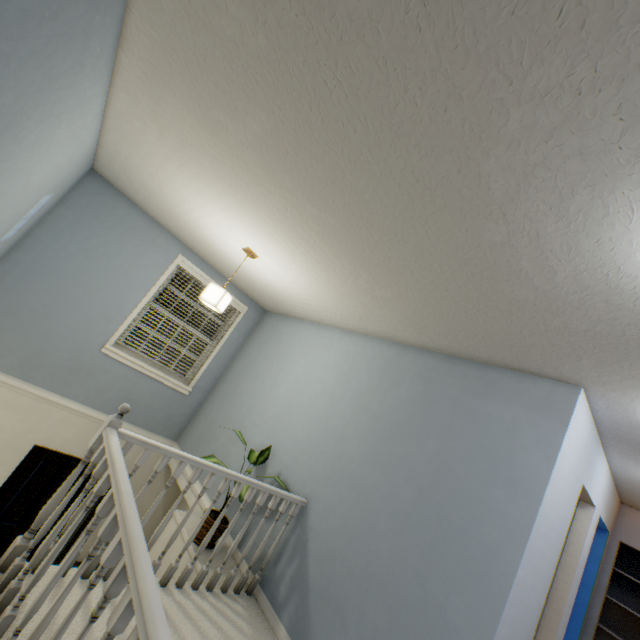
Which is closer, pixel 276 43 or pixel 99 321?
pixel 276 43

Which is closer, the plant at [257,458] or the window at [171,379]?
the plant at [257,458]

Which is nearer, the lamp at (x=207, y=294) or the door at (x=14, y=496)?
the lamp at (x=207, y=294)

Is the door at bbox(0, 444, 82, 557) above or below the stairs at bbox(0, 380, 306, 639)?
below

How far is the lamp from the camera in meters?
3.0 m

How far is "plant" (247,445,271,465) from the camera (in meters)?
3.15

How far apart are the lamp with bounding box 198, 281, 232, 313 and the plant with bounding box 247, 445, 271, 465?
1.2m

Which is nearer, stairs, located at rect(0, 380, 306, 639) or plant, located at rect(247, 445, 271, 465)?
stairs, located at rect(0, 380, 306, 639)
